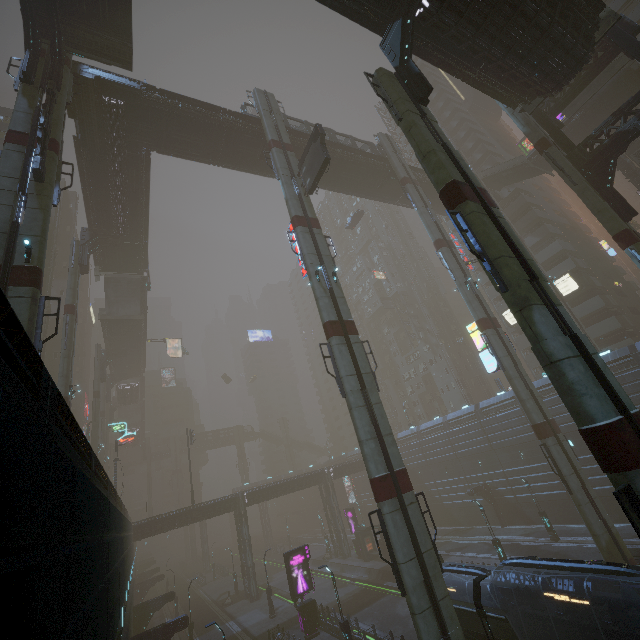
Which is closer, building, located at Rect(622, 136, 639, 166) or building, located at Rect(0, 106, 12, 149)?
building, located at Rect(622, 136, 639, 166)

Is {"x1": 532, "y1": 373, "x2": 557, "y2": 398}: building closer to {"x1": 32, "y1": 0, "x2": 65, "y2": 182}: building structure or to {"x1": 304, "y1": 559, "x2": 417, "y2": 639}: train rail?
{"x1": 304, "y1": 559, "x2": 417, "y2": 639}: train rail

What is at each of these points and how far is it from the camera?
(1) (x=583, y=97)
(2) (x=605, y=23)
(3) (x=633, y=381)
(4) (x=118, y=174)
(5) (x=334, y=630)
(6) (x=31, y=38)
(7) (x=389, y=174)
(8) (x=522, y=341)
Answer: (1) stairs, 30.0m
(2) stairs, 18.4m
(3) building, 28.8m
(4) building, 30.0m
(5) building, 24.7m
(6) building structure, 19.6m
(7) building structure, 38.2m
(8) building, 47.9m

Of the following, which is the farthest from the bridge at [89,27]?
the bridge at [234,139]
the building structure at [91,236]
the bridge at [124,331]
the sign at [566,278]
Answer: the sign at [566,278]

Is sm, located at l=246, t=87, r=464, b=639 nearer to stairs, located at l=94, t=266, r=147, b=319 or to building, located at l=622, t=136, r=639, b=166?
building, located at l=622, t=136, r=639, b=166

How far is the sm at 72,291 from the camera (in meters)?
27.03

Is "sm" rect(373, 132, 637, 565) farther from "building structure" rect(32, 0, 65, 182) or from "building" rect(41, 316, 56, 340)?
"building structure" rect(32, 0, 65, 182)

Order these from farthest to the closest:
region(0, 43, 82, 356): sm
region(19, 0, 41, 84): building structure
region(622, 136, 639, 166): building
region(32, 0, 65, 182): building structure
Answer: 1. region(622, 136, 639, 166): building
2. region(19, 0, 41, 84): building structure
3. region(32, 0, 65, 182): building structure
4. region(0, 43, 82, 356): sm
